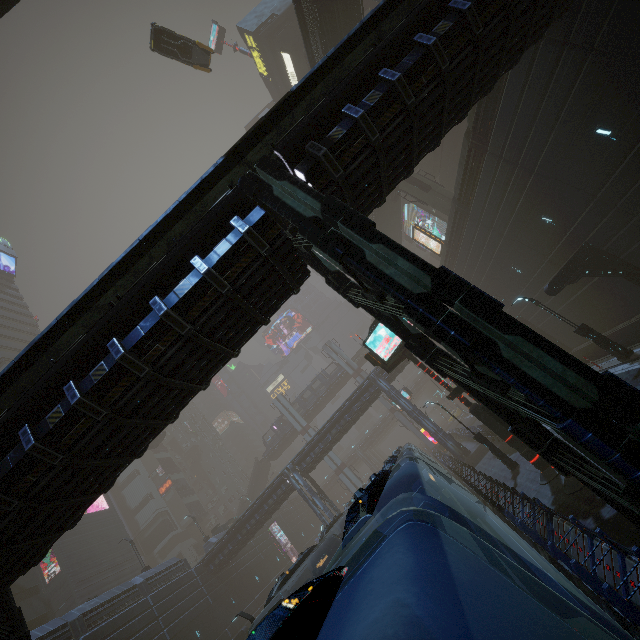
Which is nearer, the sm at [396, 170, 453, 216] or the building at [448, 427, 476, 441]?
the sm at [396, 170, 453, 216]

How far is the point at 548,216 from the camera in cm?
Answer: 1894

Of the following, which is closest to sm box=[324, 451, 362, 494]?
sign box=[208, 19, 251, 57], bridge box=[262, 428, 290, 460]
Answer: bridge box=[262, 428, 290, 460]

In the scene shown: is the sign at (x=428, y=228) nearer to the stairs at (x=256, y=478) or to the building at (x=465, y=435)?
the building at (x=465, y=435)

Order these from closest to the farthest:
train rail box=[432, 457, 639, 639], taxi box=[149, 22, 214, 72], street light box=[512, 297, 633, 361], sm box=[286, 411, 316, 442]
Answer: train rail box=[432, 457, 639, 639] → street light box=[512, 297, 633, 361] → taxi box=[149, 22, 214, 72] → sm box=[286, 411, 316, 442]

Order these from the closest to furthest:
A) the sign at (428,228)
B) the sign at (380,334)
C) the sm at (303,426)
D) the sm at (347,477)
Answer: the sign at (380,334) < the sign at (428,228) < the sm at (347,477) < the sm at (303,426)

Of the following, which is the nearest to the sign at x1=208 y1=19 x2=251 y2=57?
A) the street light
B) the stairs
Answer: the street light

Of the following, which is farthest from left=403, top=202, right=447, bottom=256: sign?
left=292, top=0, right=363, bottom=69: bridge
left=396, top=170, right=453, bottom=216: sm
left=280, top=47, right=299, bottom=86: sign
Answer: left=292, top=0, right=363, bottom=69: bridge
